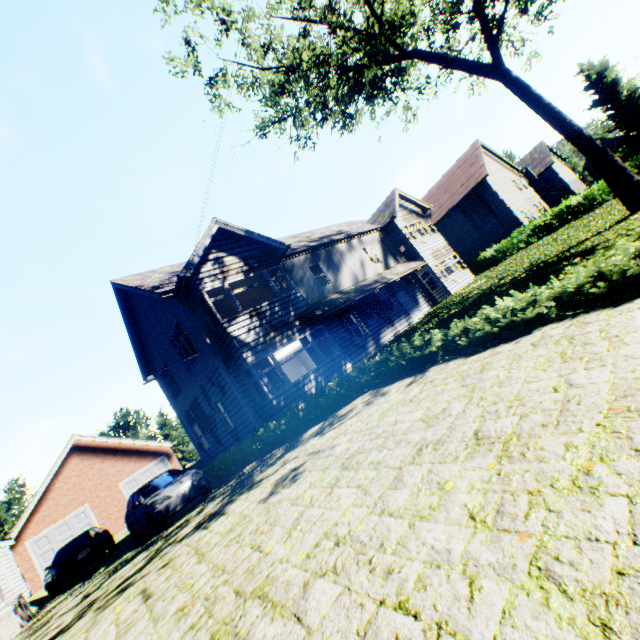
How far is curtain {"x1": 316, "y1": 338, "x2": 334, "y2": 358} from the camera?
14.5 meters

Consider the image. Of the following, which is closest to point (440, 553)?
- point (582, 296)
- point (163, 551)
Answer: point (582, 296)

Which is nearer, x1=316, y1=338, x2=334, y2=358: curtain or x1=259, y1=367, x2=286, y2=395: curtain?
x1=259, y1=367, x2=286, y2=395: curtain

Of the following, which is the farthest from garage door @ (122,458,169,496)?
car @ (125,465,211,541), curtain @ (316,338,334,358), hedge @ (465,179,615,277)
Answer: hedge @ (465,179,615,277)

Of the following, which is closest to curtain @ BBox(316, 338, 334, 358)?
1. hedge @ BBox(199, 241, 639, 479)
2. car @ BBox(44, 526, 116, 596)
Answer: hedge @ BBox(199, 241, 639, 479)

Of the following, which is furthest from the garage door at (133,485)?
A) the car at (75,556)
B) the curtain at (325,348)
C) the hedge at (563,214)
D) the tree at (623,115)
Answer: the hedge at (563,214)

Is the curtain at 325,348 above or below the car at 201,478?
above

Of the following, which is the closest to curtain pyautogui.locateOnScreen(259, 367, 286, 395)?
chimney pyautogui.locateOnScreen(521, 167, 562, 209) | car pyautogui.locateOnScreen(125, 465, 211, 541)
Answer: car pyautogui.locateOnScreen(125, 465, 211, 541)
